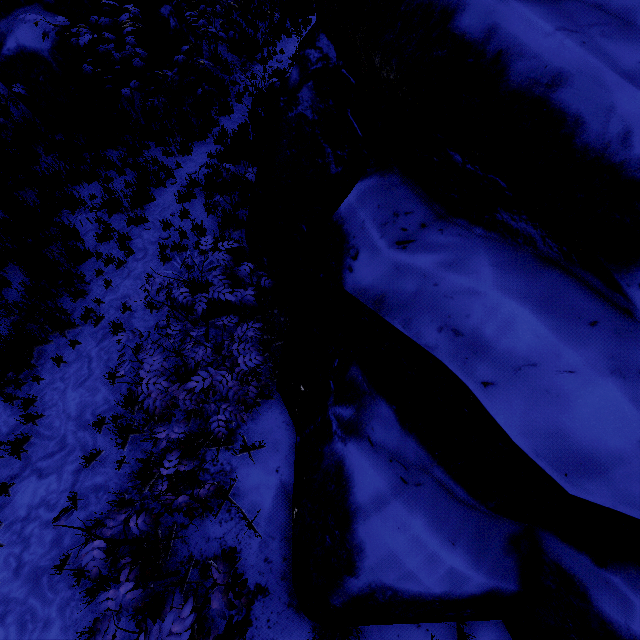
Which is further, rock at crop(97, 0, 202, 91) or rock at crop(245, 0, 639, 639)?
rock at crop(97, 0, 202, 91)

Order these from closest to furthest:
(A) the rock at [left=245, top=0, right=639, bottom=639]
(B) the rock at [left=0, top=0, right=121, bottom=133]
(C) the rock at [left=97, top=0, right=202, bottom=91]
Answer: (A) the rock at [left=245, top=0, right=639, bottom=639]
(B) the rock at [left=0, top=0, right=121, bottom=133]
(C) the rock at [left=97, top=0, right=202, bottom=91]

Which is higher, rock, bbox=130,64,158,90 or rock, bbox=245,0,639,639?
rock, bbox=245,0,639,639

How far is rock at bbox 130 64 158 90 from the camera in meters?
6.7 m

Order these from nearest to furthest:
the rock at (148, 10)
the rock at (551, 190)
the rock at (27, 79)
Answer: the rock at (551, 190), the rock at (27, 79), the rock at (148, 10)

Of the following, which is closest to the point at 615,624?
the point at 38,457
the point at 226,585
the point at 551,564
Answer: the point at 551,564

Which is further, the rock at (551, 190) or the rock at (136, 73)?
the rock at (136, 73)
